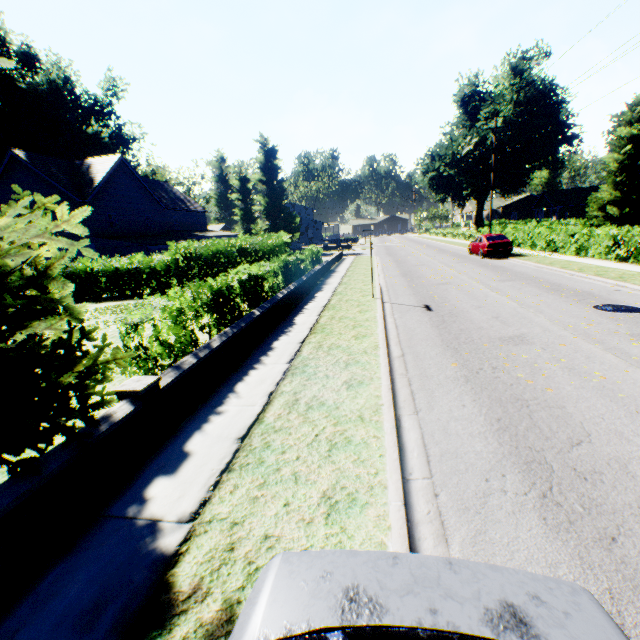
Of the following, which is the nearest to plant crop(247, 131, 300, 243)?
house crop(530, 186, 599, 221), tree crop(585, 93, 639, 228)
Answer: tree crop(585, 93, 639, 228)

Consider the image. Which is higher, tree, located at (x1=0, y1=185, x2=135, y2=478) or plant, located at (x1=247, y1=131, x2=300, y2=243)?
plant, located at (x1=247, y1=131, x2=300, y2=243)

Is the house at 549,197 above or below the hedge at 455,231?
above

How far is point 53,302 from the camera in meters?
2.8

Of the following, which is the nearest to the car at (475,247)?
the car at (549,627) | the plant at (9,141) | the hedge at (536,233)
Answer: the hedge at (536,233)

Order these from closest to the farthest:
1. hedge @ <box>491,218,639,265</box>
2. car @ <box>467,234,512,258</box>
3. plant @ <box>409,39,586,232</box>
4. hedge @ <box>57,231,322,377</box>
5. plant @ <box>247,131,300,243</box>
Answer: hedge @ <box>57,231,322,377</box> < hedge @ <box>491,218,639,265</box> < car @ <box>467,234,512,258</box> < plant @ <box>409,39,586,232</box> < plant @ <box>247,131,300,243</box>

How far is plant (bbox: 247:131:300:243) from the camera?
43.1m

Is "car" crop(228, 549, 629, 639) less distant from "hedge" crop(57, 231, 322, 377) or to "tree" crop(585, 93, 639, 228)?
"tree" crop(585, 93, 639, 228)
